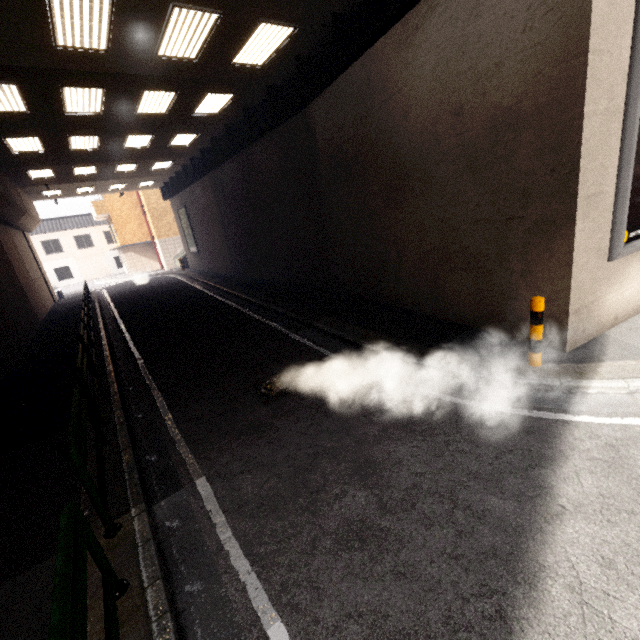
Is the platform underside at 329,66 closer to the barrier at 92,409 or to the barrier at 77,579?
the barrier at 77,579

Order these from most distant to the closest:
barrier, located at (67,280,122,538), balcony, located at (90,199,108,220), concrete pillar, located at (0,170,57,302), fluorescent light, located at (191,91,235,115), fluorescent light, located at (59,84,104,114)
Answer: balcony, located at (90,199,108,220) < concrete pillar, located at (0,170,57,302) < fluorescent light, located at (191,91,235,115) < fluorescent light, located at (59,84,104,114) < barrier, located at (67,280,122,538)

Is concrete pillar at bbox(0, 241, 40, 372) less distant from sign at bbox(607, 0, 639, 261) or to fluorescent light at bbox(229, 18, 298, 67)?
fluorescent light at bbox(229, 18, 298, 67)

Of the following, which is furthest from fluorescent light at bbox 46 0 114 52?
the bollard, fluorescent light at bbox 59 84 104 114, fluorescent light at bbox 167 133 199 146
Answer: the bollard

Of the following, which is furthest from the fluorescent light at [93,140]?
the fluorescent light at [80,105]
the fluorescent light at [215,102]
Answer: the fluorescent light at [215,102]

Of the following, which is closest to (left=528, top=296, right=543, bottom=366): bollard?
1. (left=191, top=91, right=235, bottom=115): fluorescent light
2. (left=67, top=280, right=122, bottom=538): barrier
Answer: (left=67, top=280, right=122, bottom=538): barrier

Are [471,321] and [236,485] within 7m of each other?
yes

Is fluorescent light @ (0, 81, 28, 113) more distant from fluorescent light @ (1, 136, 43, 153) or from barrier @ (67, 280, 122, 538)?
barrier @ (67, 280, 122, 538)
